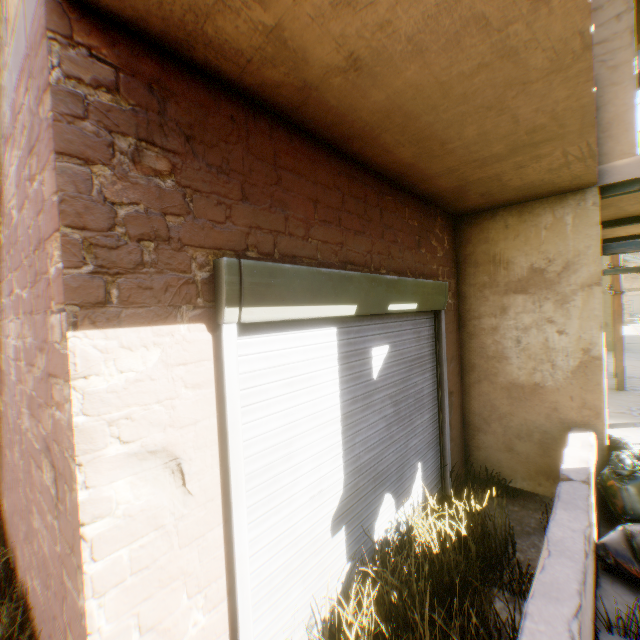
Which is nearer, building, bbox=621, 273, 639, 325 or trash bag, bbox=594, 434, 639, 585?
trash bag, bbox=594, 434, 639, 585

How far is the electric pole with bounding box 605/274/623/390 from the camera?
8.6m

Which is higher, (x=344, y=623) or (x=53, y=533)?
(x=53, y=533)

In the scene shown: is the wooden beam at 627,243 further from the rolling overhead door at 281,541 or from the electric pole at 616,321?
the electric pole at 616,321

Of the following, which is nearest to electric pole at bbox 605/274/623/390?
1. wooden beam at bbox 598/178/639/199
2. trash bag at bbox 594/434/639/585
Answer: wooden beam at bbox 598/178/639/199

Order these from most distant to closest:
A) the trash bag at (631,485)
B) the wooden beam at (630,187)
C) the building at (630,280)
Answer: the building at (630,280), the wooden beam at (630,187), the trash bag at (631,485)

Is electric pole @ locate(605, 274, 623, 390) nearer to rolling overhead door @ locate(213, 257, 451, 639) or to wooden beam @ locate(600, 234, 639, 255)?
rolling overhead door @ locate(213, 257, 451, 639)

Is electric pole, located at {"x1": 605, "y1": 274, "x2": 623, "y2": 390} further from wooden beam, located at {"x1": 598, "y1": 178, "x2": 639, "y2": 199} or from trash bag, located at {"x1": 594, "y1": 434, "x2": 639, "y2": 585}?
trash bag, located at {"x1": 594, "y1": 434, "x2": 639, "y2": 585}
